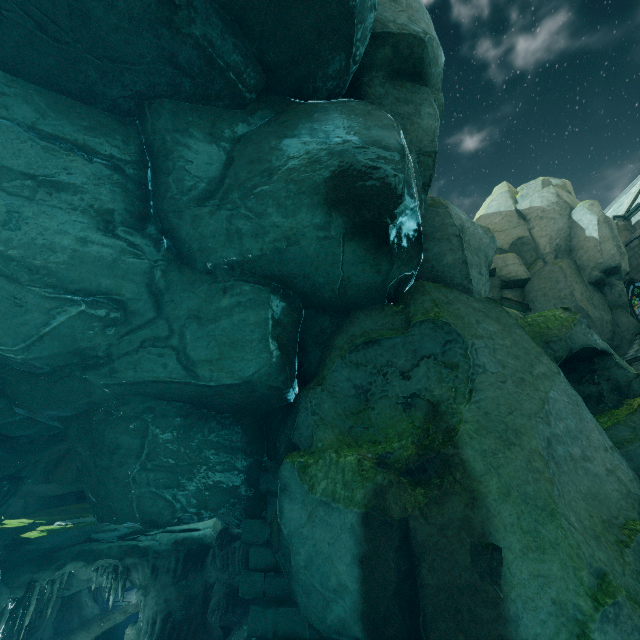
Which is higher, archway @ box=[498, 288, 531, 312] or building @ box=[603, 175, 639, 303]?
building @ box=[603, 175, 639, 303]

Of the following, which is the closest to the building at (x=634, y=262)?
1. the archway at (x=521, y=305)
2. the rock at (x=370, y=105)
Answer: the rock at (x=370, y=105)

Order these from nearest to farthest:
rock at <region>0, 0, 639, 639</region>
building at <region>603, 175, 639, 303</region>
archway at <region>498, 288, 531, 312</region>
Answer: rock at <region>0, 0, 639, 639</region> → building at <region>603, 175, 639, 303</region> → archway at <region>498, 288, 531, 312</region>

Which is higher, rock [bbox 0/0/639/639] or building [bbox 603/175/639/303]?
building [bbox 603/175/639/303]

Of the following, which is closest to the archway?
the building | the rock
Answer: the rock

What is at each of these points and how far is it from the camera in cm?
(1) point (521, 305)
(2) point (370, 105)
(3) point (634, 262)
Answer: (1) archway, 2361
(2) rock, 559
(3) building, 2322
